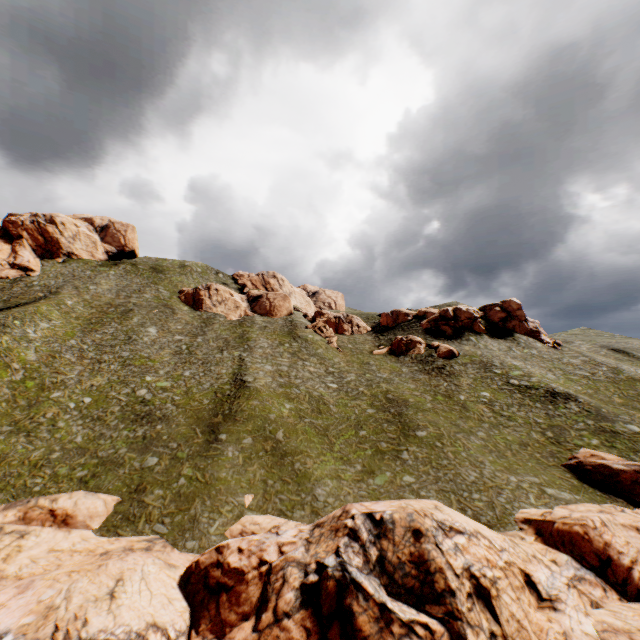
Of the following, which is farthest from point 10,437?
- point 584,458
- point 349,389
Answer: point 584,458

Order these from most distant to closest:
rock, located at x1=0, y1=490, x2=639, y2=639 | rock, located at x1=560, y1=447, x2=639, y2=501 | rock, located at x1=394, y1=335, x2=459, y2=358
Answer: rock, located at x1=394, y1=335, x2=459, y2=358
rock, located at x1=560, y1=447, x2=639, y2=501
rock, located at x1=0, y1=490, x2=639, y2=639

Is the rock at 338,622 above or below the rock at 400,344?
below

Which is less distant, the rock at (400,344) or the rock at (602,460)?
the rock at (602,460)

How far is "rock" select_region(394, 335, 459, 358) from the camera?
52.38m

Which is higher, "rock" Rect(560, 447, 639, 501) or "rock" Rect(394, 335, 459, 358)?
"rock" Rect(394, 335, 459, 358)

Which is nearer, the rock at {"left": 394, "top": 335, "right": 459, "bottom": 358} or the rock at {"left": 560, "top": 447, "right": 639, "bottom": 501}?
the rock at {"left": 560, "top": 447, "right": 639, "bottom": 501}
